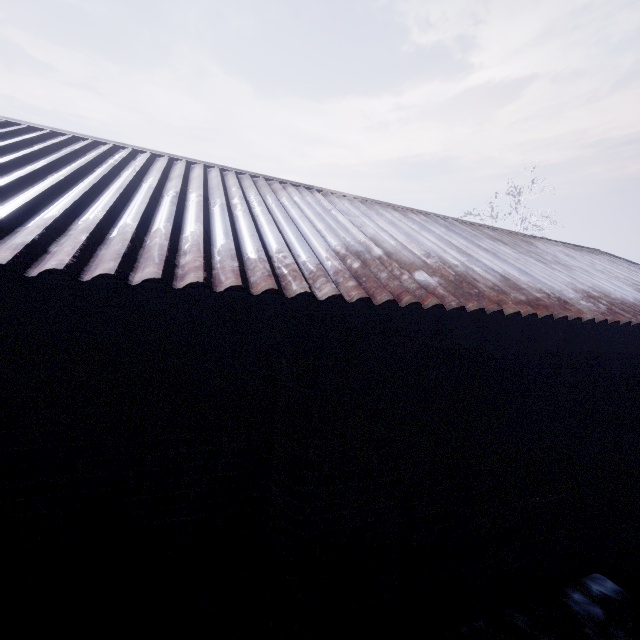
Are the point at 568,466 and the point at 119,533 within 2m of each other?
no
